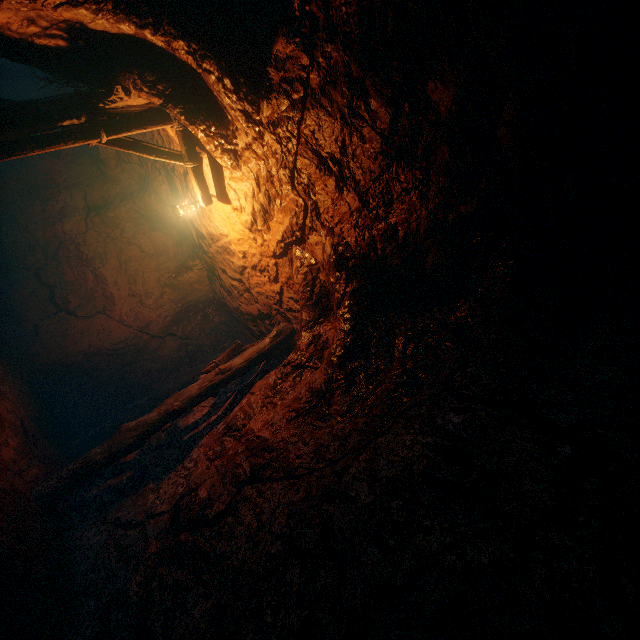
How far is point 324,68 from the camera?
3.1m
